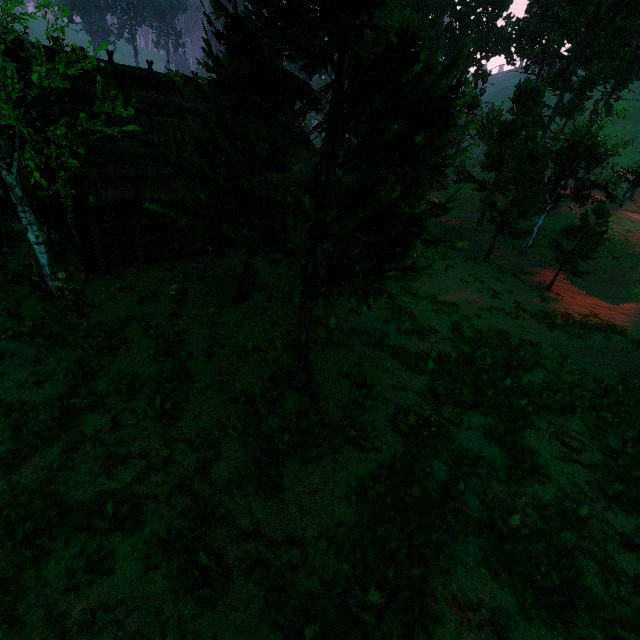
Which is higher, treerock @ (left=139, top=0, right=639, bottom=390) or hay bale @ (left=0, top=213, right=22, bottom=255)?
treerock @ (left=139, top=0, right=639, bottom=390)

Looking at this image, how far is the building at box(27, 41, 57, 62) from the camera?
12.4 meters

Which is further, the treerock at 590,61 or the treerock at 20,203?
the treerock at 20,203

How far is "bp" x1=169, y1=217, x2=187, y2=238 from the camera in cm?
1582

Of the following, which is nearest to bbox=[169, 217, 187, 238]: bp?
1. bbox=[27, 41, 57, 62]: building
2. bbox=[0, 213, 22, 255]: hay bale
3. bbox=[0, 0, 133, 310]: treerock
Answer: bbox=[27, 41, 57, 62]: building

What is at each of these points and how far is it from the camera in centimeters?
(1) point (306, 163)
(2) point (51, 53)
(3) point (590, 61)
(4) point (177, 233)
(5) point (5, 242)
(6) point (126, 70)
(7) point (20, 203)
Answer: (1) building, 2506cm
(2) building, 1265cm
(3) treerock, 4062cm
(4) bp, 1623cm
(5) hay bale, 1435cm
(6) building, 1450cm
(7) treerock, 1038cm

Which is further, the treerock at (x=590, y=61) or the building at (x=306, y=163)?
the building at (x=306, y=163)

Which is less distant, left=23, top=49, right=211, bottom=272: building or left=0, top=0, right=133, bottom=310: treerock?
left=0, top=0, right=133, bottom=310: treerock
